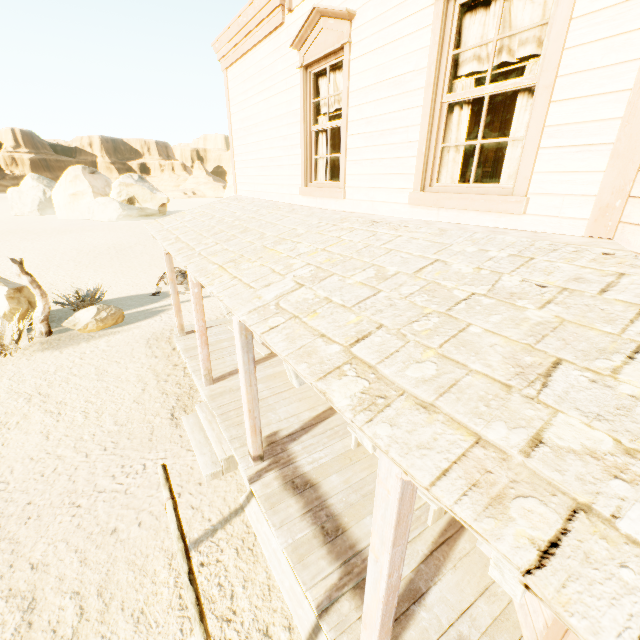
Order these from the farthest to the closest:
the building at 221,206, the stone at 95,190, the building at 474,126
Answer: the stone at 95,190, the building at 474,126, the building at 221,206

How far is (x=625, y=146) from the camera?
2.1m

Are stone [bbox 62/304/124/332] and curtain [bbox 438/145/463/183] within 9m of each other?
no

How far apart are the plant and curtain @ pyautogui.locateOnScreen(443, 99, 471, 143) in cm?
1127

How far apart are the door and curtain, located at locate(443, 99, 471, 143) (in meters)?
8.36

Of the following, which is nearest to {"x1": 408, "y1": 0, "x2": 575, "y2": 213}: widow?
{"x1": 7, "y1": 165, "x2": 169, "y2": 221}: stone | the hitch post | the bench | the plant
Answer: the bench

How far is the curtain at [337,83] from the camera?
4.5 meters

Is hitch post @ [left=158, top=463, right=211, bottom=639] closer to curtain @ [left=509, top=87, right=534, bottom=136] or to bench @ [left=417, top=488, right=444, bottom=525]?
bench @ [left=417, top=488, right=444, bottom=525]
